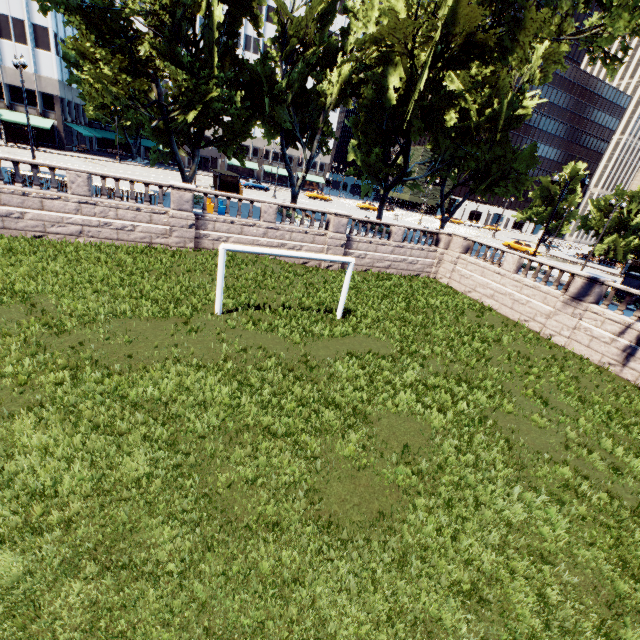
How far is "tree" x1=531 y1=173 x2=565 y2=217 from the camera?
57.4m

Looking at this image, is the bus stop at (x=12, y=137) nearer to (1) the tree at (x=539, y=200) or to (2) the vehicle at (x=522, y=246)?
(1) the tree at (x=539, y=200)

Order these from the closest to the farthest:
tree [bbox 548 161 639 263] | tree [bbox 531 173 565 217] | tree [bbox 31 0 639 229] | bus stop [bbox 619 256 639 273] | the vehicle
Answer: tree [bbox 31 0 639 229] → bus stop [bbox 619 256 639 273] → the vehicle → tree [bbox 548 161 639 263] → tree [bbox 531 173 565 217]

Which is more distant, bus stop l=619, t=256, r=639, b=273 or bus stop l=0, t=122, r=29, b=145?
bus stop l=619, t=256, r=639, b=273

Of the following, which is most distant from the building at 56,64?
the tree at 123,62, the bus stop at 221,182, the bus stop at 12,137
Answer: the bus stop at 221,182

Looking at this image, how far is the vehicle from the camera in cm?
4294

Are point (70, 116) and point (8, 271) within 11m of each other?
no

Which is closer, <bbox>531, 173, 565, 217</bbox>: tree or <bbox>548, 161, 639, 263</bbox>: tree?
<bbox>548, 161, 639, 263</bbox>: tree
